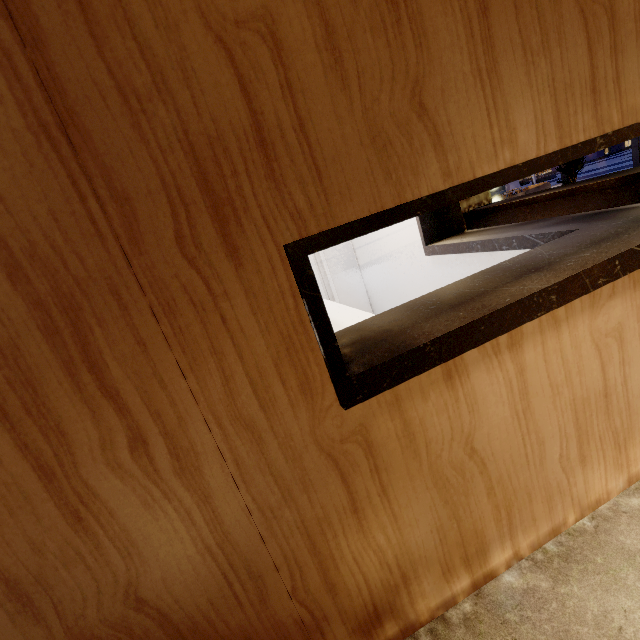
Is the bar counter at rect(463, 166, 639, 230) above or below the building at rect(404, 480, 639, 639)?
above

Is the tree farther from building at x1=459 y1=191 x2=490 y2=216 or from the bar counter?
the bar counter

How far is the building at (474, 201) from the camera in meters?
5.6 m

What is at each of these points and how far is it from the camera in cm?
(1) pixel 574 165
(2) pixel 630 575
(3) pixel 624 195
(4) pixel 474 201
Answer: (1) tree, 555
(2) building, 128
(3) bar counter, 345
(4) building, 570

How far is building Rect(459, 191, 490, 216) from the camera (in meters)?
5.65

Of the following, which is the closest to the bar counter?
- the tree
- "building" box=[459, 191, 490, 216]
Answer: "building" box=[459, 191, 490, 216]

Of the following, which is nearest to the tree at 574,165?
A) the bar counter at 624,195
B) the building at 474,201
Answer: the building at 474,201
